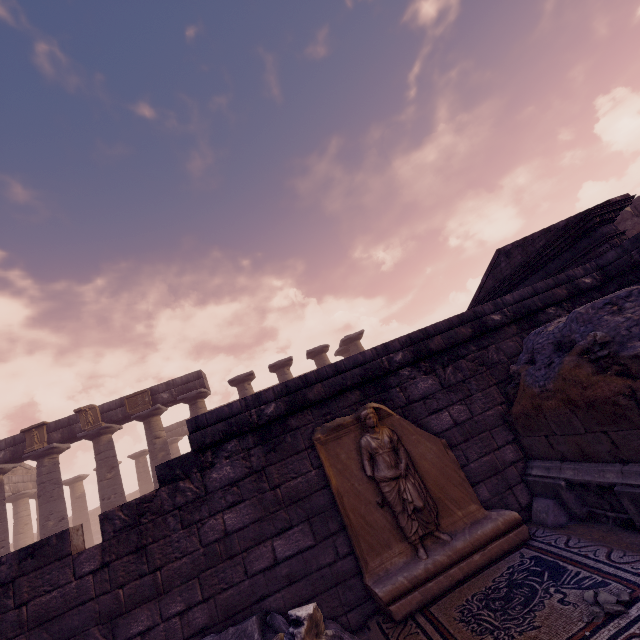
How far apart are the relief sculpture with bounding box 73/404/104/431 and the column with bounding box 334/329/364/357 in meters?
A: 12.3 m

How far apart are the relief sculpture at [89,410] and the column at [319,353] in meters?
10.2 m

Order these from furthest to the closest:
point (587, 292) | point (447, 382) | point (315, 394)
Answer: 1. point (587, 292)
2. point (447, 382)
3. point (315, 394)

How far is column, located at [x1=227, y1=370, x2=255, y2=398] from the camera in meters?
16.6

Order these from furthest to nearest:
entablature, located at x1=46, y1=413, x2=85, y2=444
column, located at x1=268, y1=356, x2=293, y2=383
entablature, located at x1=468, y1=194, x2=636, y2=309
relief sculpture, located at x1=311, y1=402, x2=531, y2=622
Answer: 1. column, located at x1=268, y1=356, x2=293, y2=383
2. entablature, located at x1=46, y1=413, x2=85, y2=444
3. entablature, located at x1=468, y1=194, x2=636, y2=309
4. relief sculpture, located at x1=311, y1=402, x2=531, y2=622

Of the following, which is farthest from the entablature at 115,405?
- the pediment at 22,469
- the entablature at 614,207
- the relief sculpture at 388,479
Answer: the relief sculpture at 388,479

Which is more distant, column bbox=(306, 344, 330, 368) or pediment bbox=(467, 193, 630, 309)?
column bbox=(306, 344, 330, 368)

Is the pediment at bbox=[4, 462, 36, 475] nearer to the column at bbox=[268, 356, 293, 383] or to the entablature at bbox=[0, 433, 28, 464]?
the entablature at bbox=[0, 433, 28, 464]
